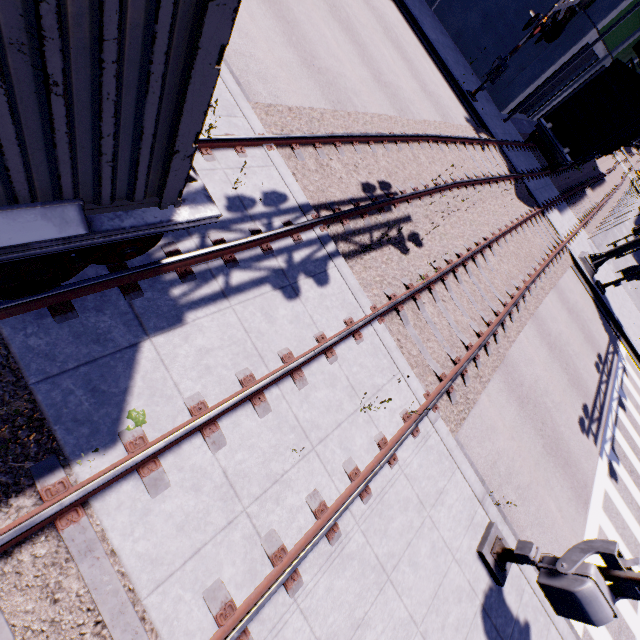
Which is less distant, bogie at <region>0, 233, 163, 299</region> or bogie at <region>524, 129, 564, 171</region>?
bogie at <region>0, 233, 163, 299</region>

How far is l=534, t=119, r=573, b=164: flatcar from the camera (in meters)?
17.66

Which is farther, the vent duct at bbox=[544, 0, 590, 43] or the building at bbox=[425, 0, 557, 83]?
the building at bbox=[425, 0, 557, 83]

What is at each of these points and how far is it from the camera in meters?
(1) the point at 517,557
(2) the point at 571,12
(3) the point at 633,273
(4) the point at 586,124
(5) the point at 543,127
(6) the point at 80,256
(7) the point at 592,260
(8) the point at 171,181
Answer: (1) railroad crossing gate, 5.4
(2) vent duct, 15.6
(3) railroad crossing gate, 15.6
(4) cargo car, 17.3
(5) flatcar, 17.8
(6) bogie, 3.5
(7) railroad crossing overhang, 16.5
(8) cargo container, 3.0

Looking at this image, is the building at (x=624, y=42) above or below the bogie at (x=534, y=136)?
above

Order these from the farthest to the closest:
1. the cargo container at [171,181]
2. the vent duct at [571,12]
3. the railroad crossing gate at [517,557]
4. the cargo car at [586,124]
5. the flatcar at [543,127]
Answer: the flatcar at [543,127], the cargo car at [586,124], the vent duct at [571,12], the railroad crossing gate at [517,557], the cargo container at [171,181]

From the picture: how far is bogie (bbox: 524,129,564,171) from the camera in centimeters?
1848cm

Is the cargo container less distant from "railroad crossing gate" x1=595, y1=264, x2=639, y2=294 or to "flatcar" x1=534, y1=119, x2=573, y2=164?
"railroad crossing gate" x1=595, y1=264, x2=639, y2=294
